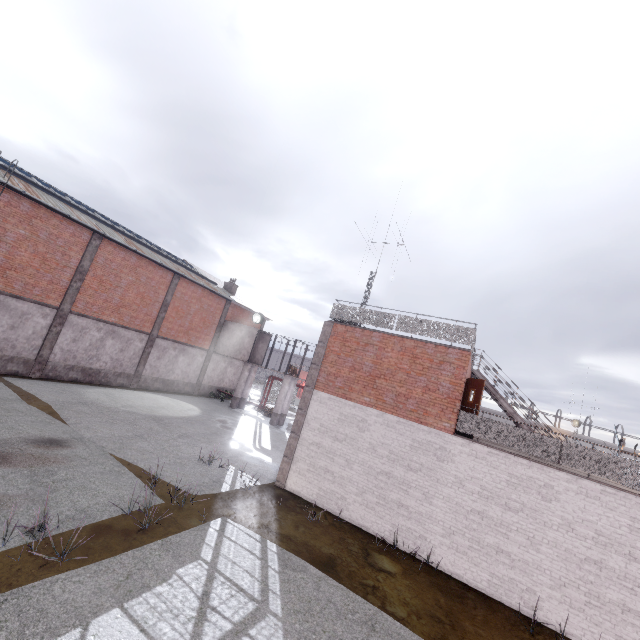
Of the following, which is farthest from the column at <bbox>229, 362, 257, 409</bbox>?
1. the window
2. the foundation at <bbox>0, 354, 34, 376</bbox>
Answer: the foundation at <bbox>0, 354, 34, 376</bbox>

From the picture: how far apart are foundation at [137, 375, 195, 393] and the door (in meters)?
21.47

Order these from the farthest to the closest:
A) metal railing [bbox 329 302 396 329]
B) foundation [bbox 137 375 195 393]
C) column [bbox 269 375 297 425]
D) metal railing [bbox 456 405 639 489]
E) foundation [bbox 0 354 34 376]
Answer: column [bbox 269 375 297 425] < foundation [bbox 137 375 195 393] < foundation [bbox 0 354 34 376] < metal railing [bbox 329 302 396 329] < metal railing [bbox 456 405 639 489]

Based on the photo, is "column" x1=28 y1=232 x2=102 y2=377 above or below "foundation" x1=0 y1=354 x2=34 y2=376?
above

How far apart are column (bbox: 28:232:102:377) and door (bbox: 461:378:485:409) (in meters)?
21.29

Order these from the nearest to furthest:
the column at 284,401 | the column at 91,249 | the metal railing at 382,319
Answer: the metal railing at 382,319 < the column at 91,249 < the column at 284,401

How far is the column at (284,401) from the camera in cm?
2531

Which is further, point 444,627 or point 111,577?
point 444,627
